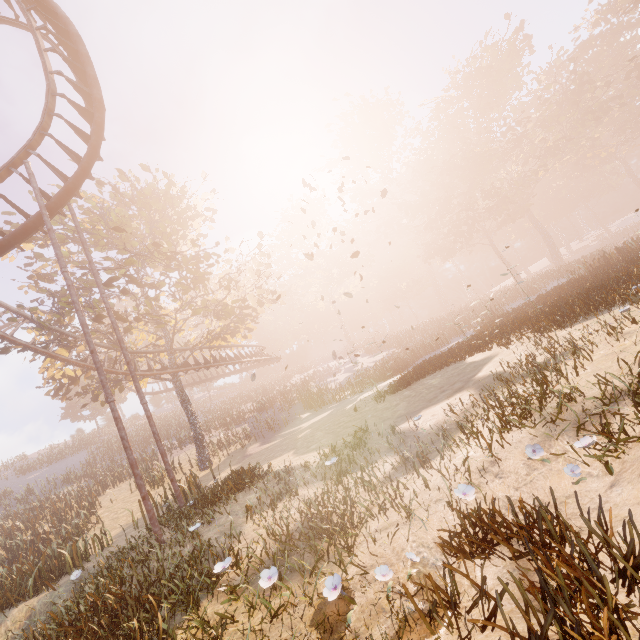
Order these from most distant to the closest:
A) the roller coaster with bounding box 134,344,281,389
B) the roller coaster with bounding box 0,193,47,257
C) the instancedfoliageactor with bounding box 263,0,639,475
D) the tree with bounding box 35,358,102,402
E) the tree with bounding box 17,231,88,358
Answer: the roller coaster with bounding box 134,344,281,389, the tree with bounding box 35,358,102,402, the tree with bounding box 17,231,88,358, the roller coaster with bounding box 0,193,47,257, the instancedfoliageactor with bounding box 263,0,639,475

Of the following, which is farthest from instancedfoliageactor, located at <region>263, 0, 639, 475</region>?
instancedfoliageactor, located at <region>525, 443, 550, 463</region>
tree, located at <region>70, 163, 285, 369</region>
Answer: tree, located at <region>70, 163, 285, 369</region>

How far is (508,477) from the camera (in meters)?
4.23

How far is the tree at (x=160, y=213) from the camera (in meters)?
17.75

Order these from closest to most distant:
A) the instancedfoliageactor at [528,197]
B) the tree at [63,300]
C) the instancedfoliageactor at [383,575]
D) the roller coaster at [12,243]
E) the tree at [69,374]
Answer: the instancedfoliageactor at [383,575] < the instancedfoliageactor at [528,197] < the roller coaster at [12,243] < the tree at [63,300] < the tree at [69,374]

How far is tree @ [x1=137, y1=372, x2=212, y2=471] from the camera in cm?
1959

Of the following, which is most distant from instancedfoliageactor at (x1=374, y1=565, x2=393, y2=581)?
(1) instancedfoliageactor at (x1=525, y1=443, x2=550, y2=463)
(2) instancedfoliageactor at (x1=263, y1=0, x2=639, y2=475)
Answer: (2) instancedfoliageactor at (x1=263, y1=0, x2=639, y2=475)
